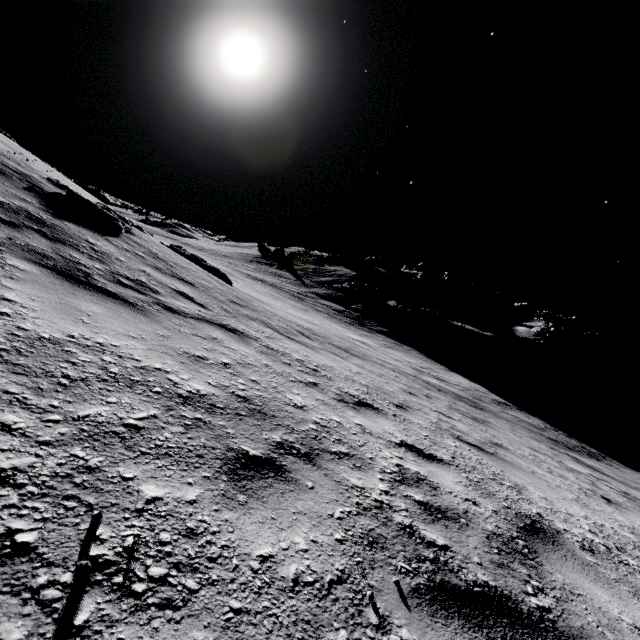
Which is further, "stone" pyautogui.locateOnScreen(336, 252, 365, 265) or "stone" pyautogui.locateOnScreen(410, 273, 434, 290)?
"stone" pyautogui.locateOnScreen(336, 252, 365, 265)

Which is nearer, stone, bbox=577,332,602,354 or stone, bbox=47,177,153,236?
stone, bbox=47,177,153,236

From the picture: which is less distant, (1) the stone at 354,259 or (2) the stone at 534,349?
(2) the stone at 534,349

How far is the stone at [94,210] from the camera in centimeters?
A: 611cm

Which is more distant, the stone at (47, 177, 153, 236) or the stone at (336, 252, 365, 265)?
the stone at (336, 252, 365, 265)

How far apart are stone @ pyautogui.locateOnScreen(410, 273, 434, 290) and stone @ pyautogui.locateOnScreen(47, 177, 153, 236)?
46.4 meters

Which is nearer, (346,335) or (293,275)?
(346,335)

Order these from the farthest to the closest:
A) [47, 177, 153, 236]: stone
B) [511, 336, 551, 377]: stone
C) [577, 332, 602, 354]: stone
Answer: [577, 332, 602, 354]: stone → [511, 336, 551, 377]: stone → [47, 177, 153, 236]: stone
